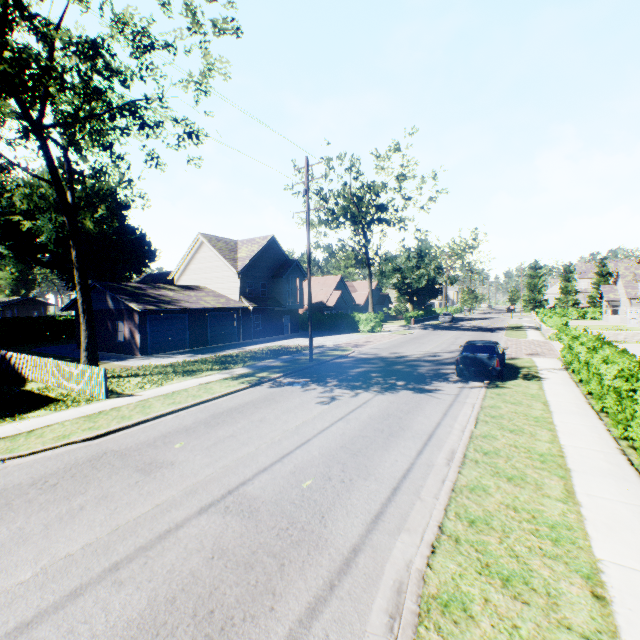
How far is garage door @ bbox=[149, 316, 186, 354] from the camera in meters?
24.3

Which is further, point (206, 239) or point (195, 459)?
point (206, 239)

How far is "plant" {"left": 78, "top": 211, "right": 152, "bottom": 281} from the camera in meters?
48.3

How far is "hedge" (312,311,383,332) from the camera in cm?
3778

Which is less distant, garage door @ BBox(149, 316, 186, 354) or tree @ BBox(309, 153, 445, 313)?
garage door @ BBox(149, 316, 186, 354)

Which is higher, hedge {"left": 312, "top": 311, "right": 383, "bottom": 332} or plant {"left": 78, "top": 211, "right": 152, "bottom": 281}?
plant {"left": 78, "top": 211, "right": 152, "bottom": 281}

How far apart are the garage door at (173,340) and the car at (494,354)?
20.90m

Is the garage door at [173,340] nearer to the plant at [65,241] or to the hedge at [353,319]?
the hedge at [353,319]
